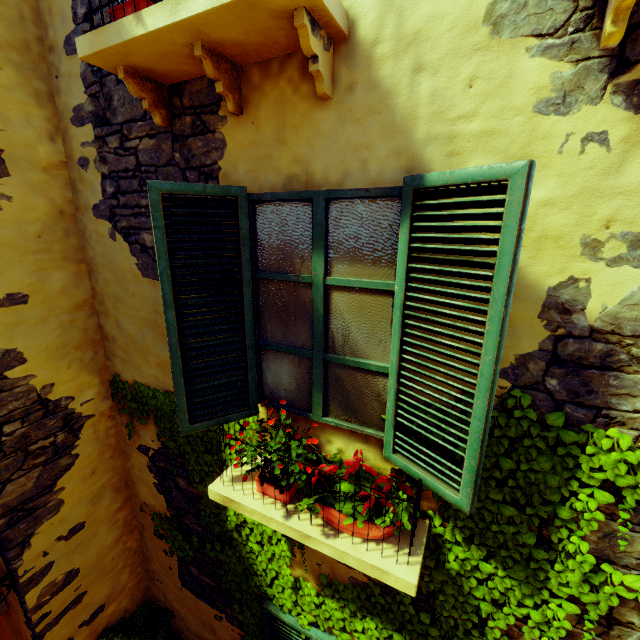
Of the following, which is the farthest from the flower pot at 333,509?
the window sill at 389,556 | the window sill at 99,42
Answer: the window sill at 99,42

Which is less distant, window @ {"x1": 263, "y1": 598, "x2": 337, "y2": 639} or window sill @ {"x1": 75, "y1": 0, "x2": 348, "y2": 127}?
window sill @ {"x1": 75, "y1": 0, "x2": 348, "y2": 127}

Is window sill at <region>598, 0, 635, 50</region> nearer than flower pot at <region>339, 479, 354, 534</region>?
Yes

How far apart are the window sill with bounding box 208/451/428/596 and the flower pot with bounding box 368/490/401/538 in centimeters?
3cm

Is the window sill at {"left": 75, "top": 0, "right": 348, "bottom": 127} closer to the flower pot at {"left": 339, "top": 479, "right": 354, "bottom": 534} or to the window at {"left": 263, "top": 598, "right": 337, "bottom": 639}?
the flower pot at {"left": 339, "top": 479, "right": 354, "bottom": 534}

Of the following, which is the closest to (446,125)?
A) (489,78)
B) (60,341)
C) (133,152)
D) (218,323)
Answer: (489,78)

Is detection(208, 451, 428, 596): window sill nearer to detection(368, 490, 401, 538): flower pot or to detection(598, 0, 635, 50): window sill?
detection(368, 490, 401, 538): flower pot

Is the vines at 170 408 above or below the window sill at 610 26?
below
